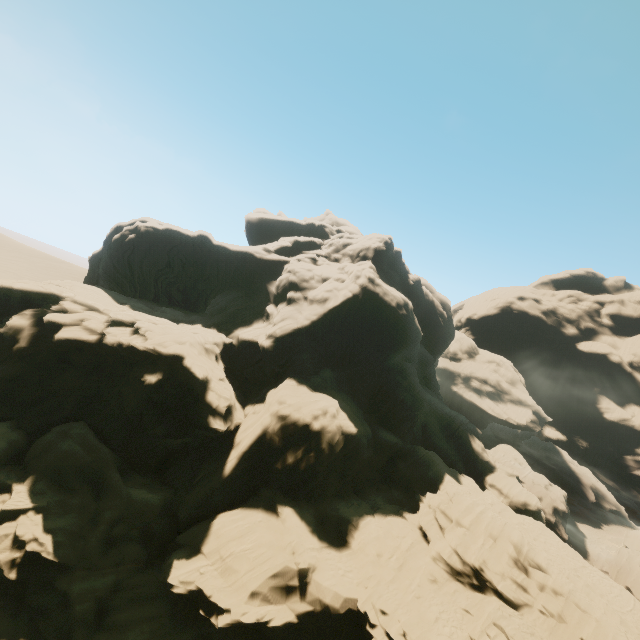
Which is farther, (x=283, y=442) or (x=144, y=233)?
(x=144, y=233)
